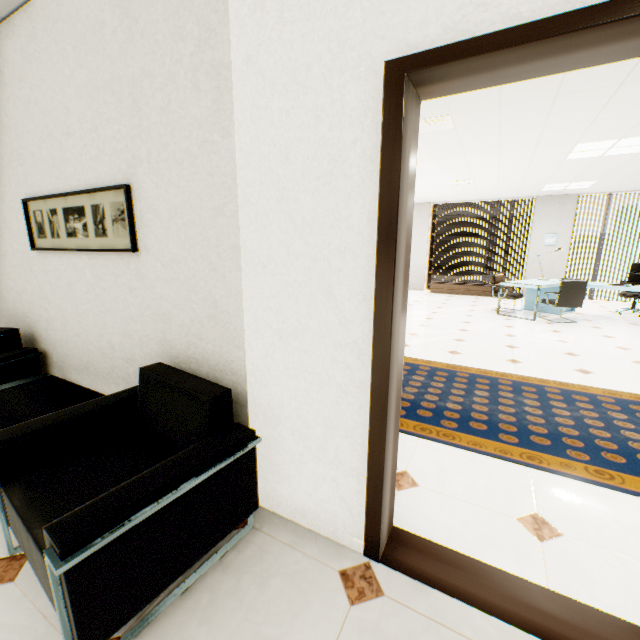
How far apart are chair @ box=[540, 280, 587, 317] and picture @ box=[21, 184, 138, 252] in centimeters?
740cm

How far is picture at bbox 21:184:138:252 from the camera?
2.0 meters

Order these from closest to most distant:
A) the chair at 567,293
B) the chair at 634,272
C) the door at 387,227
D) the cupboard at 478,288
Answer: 1. the door at 387,227
2. the chair at 567,293
3. the chair at 634,272
4. the cupboard at 478,288

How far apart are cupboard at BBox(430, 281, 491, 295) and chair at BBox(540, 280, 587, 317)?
2.9m

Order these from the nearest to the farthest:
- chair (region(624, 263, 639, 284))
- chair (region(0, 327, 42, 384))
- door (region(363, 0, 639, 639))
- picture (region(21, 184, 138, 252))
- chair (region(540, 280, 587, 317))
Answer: door (region(363, 0, 639, 639)) → picture (region(21, 184, 138, 252)) → chair (region(0, 327, 42, 384)) → chair (region(540, 280, 587, 317)) → chair (region(624, 263, 639, 284))

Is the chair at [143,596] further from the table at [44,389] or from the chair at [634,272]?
the chair at [634,272]

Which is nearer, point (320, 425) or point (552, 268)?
point (320, 425)

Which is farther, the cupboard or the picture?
the cupboard
